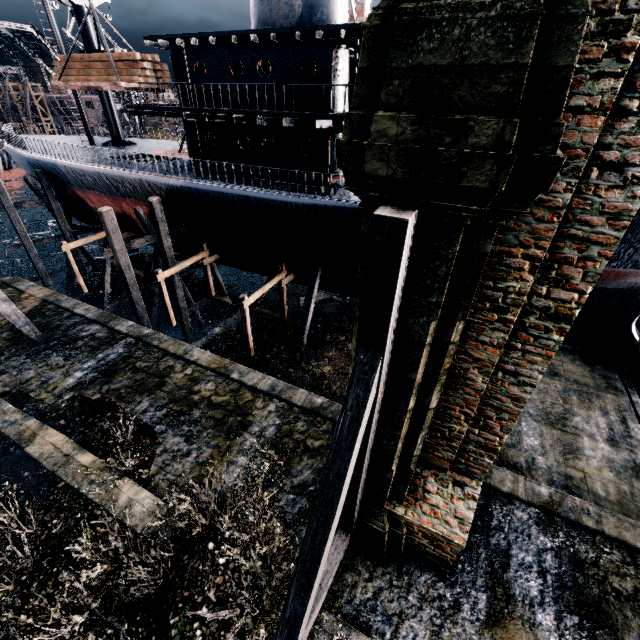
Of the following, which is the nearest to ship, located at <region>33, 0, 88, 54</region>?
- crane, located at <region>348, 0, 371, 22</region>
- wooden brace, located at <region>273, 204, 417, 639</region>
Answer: crane, located at <region>348, 0, 371, 22</region>

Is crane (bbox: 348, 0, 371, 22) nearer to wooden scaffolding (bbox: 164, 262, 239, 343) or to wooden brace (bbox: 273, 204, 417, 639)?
wooden scaffolding (bbox: 164, 262, 239, 343)

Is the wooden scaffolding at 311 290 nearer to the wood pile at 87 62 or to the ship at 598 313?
the ship at 598 313

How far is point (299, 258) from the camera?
18.4m

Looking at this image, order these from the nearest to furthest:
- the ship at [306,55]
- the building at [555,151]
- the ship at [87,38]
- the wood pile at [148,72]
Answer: the building at [555,151] < the ship at [306,55] < the wood pile at [148,72] < the ship at [87,38]

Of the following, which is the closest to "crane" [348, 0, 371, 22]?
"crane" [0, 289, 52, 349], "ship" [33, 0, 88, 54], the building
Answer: "ship" [33, 0, 88, 54]

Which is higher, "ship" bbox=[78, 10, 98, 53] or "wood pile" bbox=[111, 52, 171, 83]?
"ship" bbox=[78, 10, 98, 53]
